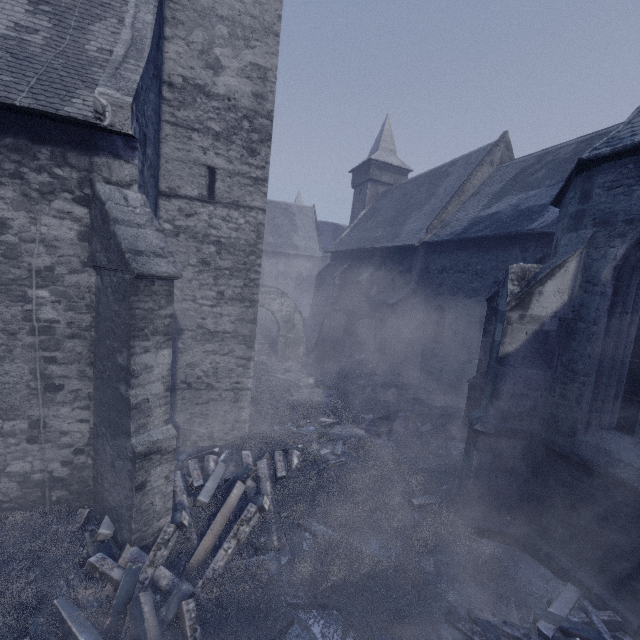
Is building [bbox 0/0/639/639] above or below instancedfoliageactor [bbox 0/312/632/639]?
above

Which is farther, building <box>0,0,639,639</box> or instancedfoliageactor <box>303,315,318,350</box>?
instancedfoliageactor <box>303,315,318,350</box>

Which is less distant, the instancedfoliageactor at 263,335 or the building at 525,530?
the instancedfoliageactor at 263,335

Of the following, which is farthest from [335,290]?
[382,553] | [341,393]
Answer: [382,553]

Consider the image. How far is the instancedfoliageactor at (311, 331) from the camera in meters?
22.2 m

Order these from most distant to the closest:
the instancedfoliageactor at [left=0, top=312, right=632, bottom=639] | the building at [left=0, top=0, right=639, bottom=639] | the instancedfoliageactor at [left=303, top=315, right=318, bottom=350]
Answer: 1. the instancedfoliageactor at [left=303, top=315, right=318, bottom=350]
2. the building at [left=0, top=0, right=639, bottom=639]
3. the instancedfoliageactor at [left=0, top=312, right=632, bottom=639]

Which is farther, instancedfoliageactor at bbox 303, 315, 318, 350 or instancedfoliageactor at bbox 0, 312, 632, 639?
instancedfoliageactor at bbox 303, 315, 318, 350
